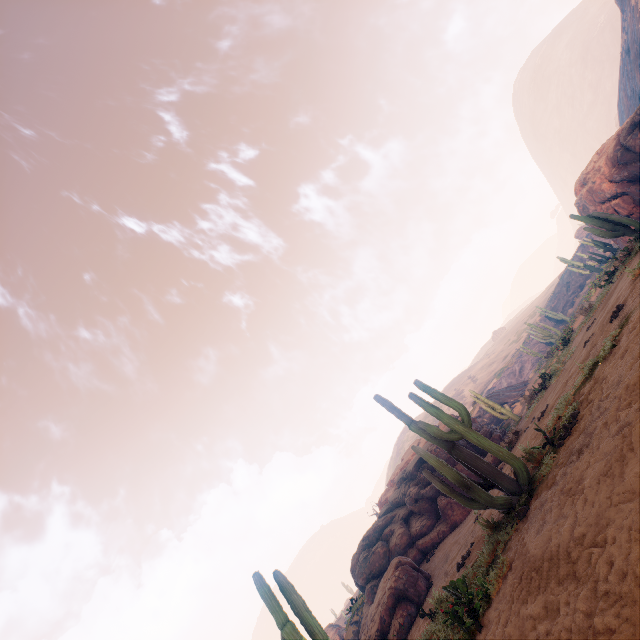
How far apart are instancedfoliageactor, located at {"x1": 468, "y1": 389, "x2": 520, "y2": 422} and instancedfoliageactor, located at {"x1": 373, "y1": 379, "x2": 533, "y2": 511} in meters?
16.4

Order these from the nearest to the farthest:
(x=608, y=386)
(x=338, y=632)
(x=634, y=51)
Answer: (x=608, y=386) < (x=338, y=632) < (x=634, y=51)

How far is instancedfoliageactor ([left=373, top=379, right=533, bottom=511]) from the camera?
6.7m

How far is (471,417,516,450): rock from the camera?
14.7 meters

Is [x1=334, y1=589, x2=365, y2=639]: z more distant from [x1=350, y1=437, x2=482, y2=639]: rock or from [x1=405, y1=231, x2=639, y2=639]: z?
[x1=405, y1=231, x2=639, y2=639]: z

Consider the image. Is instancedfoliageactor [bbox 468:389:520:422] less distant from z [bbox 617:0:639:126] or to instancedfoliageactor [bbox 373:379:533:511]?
z [bbox 617:0:639:126]

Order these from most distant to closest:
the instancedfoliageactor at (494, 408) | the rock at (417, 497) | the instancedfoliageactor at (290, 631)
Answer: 1. the instancedfoliageactor at (494, 408)
2. the rock at (417, 497)
3. the instancedfoliageactor at (290, 631)

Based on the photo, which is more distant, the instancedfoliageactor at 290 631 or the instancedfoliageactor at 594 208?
the instancedfoliageactor at 594 208
